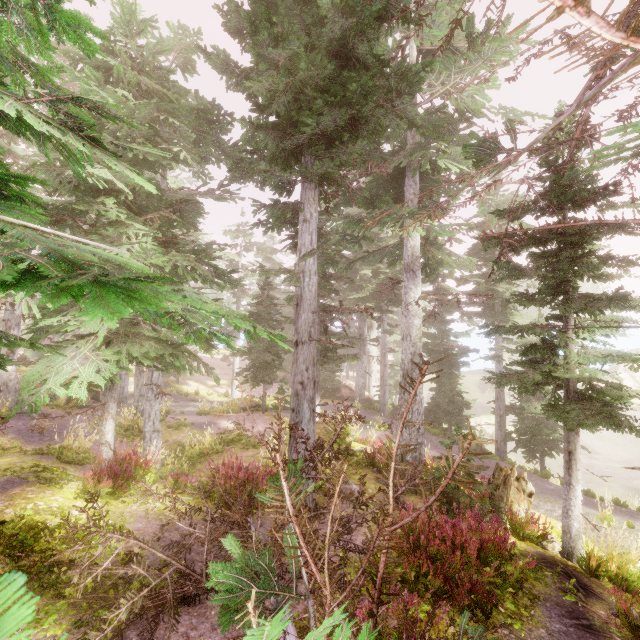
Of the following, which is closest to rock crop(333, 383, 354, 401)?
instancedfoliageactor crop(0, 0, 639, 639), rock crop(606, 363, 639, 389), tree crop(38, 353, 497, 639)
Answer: instancedfoliageactor crop(0, 0, 639, 639)

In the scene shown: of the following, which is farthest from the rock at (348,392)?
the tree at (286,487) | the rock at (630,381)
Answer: the rock at (630,381)

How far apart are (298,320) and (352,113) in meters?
4.9 m

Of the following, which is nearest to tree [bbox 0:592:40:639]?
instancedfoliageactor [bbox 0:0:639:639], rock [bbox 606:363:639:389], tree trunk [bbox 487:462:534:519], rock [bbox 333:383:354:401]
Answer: instancedfoliageactor [bbox 0:0:639:639]

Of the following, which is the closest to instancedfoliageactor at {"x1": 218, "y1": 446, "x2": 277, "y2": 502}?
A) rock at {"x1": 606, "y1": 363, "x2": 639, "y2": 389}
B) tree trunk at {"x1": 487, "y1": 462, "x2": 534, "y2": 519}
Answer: rock at {"x1": 606, "y1": 363, "x2": 639, "y2": 389}

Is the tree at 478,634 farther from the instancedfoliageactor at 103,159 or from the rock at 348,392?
the rock at 348,392

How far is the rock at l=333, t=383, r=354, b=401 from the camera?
27.8 meters
